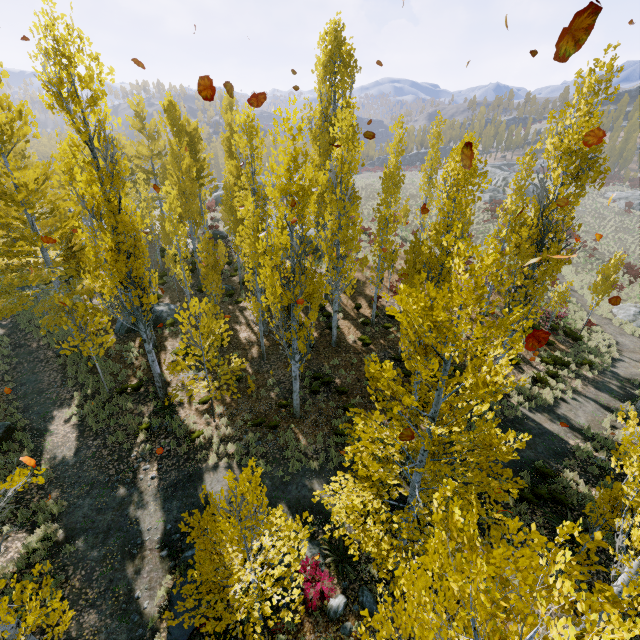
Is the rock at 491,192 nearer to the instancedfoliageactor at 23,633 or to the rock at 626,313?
the instancedfoliageactor at 23,633

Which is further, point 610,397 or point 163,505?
point 610,397

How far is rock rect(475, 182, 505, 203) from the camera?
47.3 meters

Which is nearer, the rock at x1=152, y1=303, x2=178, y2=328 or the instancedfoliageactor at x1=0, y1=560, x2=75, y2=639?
the instancedfoliageactor at x1=0, y1=560, x2=75, y2=639

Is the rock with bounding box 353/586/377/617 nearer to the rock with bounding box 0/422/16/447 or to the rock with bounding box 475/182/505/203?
the rock with bounding box 0/422/16/447

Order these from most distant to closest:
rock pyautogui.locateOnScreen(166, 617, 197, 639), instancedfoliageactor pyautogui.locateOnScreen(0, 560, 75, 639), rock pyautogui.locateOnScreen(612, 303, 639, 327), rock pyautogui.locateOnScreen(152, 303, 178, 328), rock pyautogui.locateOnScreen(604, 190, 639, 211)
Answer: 1. rock pyautogui.locateOnScreen(604, 190, 639, 211)
2. rock pyautogui.locateOnScreen(612, 303, 639, 327)
3. rock pyautogui.locateOnScreen(152, 303, 178, 328)
4. rock pyautogui.locateOnScreen(166, 617, 197, 639)
5. instancedfoliageactor pyautogui.locateOnScreen(0, 560, 75, 639)

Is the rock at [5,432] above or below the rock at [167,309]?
below
